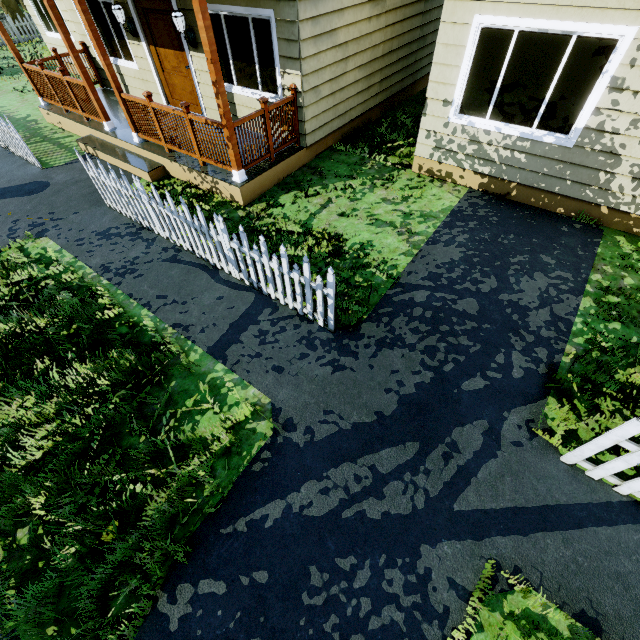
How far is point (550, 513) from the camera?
3.0m

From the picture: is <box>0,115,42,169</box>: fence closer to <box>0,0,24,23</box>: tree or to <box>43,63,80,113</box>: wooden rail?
<box>0,0,24,23</box>: tree

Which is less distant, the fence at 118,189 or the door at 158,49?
the fence at 118,189

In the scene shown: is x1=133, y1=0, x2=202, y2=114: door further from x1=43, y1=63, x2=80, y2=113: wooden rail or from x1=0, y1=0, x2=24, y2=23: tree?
x1=0, y1=0, x2=24, y2=23: tree

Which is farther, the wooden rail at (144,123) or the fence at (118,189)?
the wooden rail at (144,123)

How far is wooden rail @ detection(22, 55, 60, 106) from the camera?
8.1m

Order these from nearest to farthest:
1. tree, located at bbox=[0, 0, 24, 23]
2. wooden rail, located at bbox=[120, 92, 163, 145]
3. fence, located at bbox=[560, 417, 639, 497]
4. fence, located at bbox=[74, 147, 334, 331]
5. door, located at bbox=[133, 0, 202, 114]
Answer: fence, located at bbox=[560, 417, 639, 497], fence, located at bbox=[74, 147, 334, 331], wooden rail, located at bbox=[120, 92, 163, 145], door, located at bbox=[133, 0, 202, 114], tree, located at bbox=[0, 0, 24, 23]
